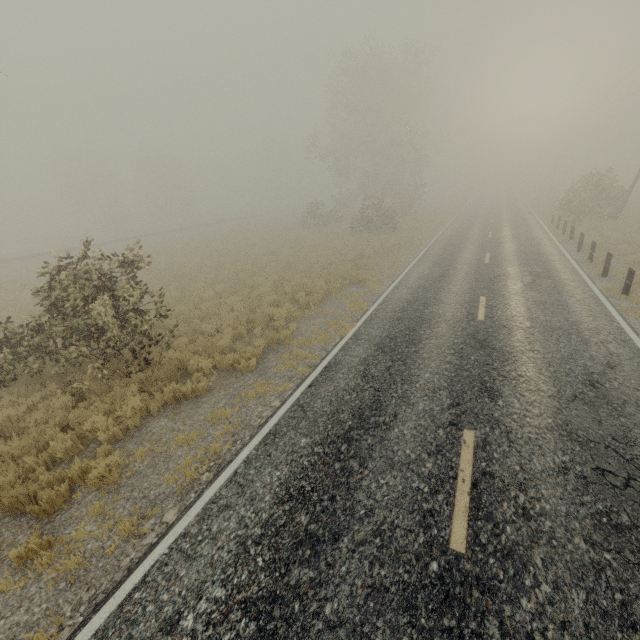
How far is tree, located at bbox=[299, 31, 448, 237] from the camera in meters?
32.4 m

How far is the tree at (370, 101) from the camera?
32.4 meters

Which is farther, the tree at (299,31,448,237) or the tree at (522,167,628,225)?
the tree at (299,31,448,237)

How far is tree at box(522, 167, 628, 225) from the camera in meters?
23.4 m

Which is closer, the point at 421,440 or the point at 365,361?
the point at 421,440

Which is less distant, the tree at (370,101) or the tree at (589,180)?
the tree at (589,180)
